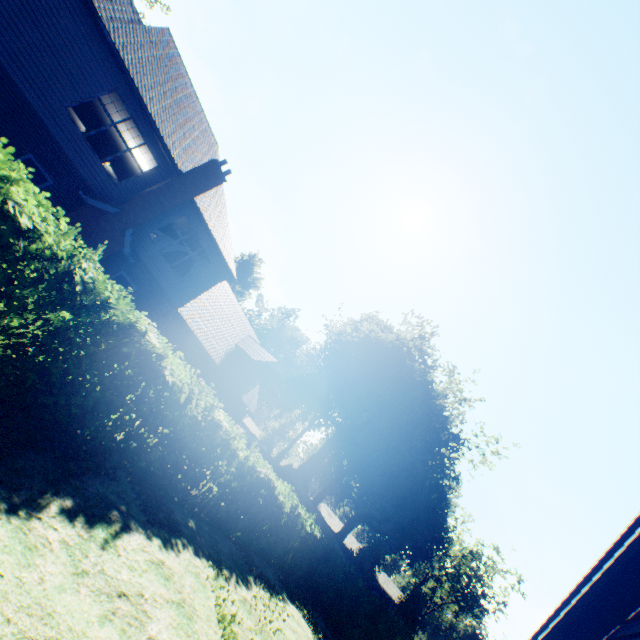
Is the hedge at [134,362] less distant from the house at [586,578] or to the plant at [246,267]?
the house at [586,578]

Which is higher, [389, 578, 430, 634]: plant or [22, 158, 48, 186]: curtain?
[389, 578, 430, 634]: plant

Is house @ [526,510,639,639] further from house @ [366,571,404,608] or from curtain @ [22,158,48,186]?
house @ [366,571,404,608]

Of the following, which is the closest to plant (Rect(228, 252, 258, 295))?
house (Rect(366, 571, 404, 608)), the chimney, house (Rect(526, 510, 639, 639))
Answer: house (Rect(366, 571, 404, 608))

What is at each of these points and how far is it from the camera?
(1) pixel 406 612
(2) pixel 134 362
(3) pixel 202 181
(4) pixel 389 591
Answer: (1) plant, 41.50m
(2) hedge, 6.39m
(3) chimney, 14.62m
(4) house, 53.28m

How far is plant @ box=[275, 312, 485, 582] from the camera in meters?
34.7 m

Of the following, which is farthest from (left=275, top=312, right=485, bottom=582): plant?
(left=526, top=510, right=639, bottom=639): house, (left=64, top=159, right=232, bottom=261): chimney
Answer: (left=526, top=510, right=639, bottom=639): house

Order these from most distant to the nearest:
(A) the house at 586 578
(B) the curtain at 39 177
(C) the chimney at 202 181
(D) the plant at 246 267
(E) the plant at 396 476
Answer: (D) the plant at 246 267
(E) the plant at 396 476
(C) the chimney at 202 181
(B) the curtain at 39 177
(A) the house at 586 578
